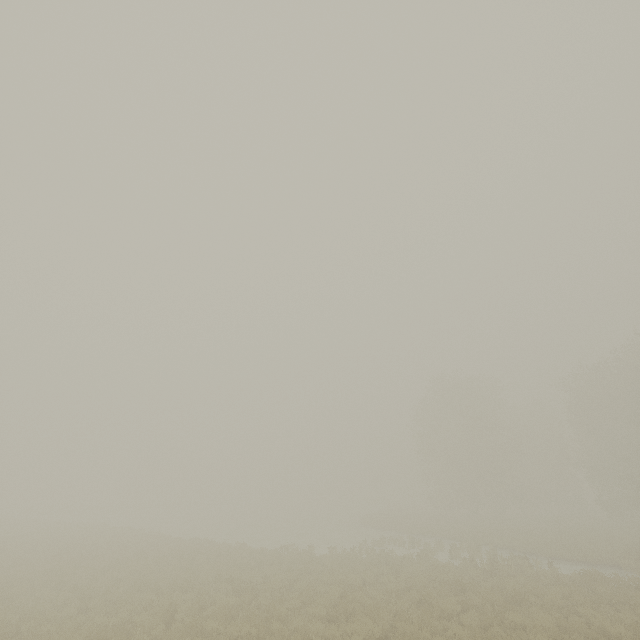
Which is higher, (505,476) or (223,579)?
(505,476)
